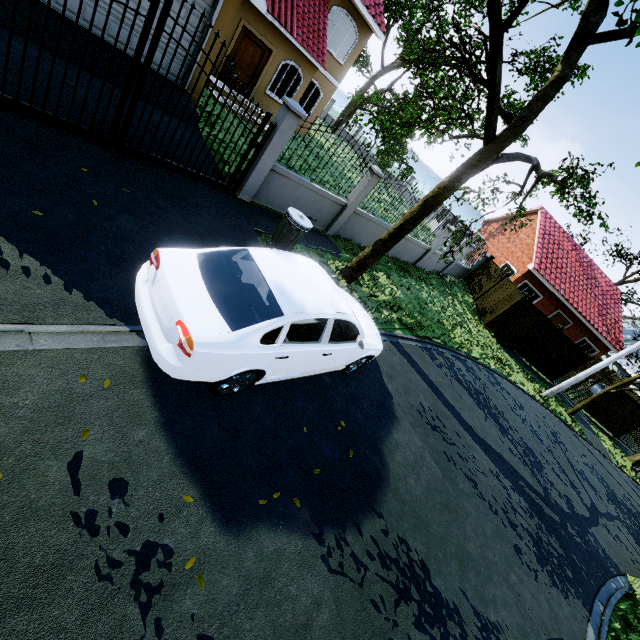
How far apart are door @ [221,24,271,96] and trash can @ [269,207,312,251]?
10.0m

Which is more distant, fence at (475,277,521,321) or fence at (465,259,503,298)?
fence at (465,259,503,298)

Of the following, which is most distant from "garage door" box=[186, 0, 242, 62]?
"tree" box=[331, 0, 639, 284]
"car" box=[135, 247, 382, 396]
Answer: "car" box=[135, 247, 382, 396]

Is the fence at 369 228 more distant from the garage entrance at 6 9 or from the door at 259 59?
the door at 259 59

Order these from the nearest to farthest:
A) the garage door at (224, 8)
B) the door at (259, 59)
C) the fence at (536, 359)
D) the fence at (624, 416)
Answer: the garage door at (224, 8), the door at (259, 59), the fence at (536, 359), the fence at (624, 416)

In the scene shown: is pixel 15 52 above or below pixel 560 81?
below

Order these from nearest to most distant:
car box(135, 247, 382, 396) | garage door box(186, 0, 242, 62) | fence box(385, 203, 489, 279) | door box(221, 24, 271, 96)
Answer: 1. car box(135, 247, 382, 396)
2. garage door box(186, 0, 242, 62)
3. door box(221, 24, 271, 96)
4. fence box(385, 203, 489, 279)

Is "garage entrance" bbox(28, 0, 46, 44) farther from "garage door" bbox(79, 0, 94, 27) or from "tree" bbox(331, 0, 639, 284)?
"tree" bbox(331, 0, 639, 284)
